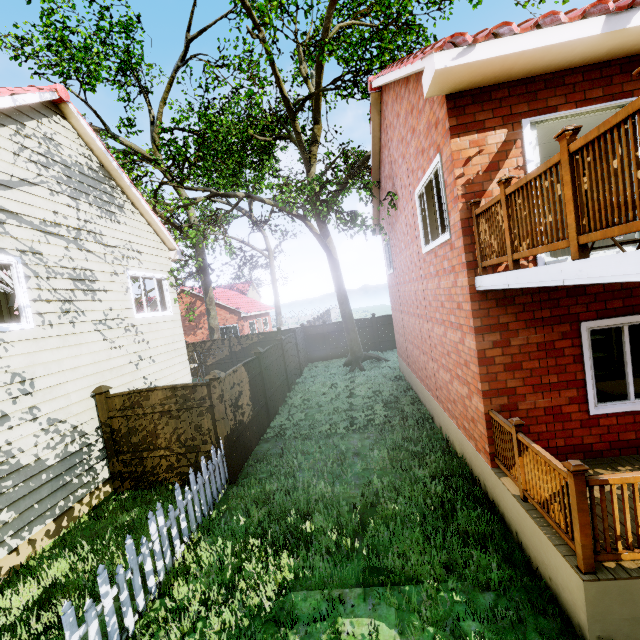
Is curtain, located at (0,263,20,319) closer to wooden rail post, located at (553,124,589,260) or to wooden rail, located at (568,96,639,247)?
wooden rail, located at (568,96,639,247)

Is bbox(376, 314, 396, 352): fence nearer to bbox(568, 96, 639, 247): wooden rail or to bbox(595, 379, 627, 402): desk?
bbox(568, 96, 639, 247): wooden rail

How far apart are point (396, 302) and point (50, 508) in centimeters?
1145cm

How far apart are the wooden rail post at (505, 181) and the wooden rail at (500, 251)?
0.0 meters

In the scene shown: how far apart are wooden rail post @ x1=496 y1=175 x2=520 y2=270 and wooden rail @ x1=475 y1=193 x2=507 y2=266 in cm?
3

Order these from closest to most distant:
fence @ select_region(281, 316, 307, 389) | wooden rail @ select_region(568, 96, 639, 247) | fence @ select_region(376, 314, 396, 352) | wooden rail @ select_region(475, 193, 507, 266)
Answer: wooden rail @ select_region(568, 96, 639, 247) → wooden rail @ select_region(475, 193, 507, 266) → fence @ select_region(281, 316, 307, 389) → fence @ select_region(376, 314, 396, 352)

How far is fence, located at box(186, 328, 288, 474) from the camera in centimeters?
786cm

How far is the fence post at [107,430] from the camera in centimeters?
738cm
